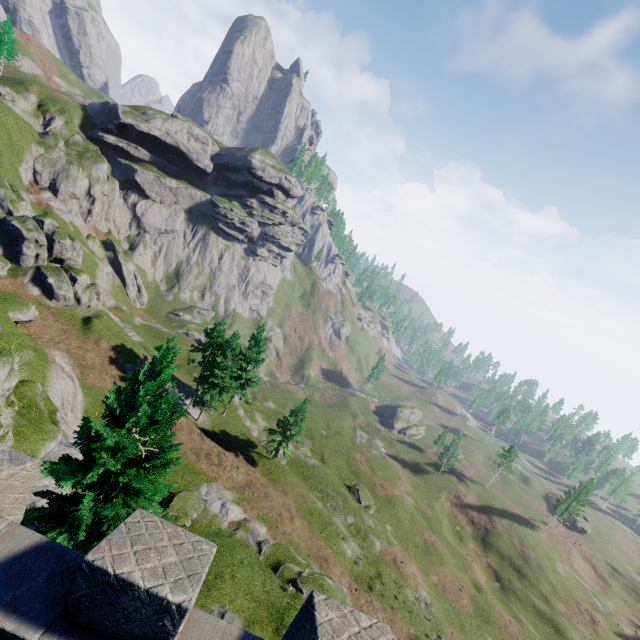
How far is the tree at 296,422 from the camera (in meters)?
39.78

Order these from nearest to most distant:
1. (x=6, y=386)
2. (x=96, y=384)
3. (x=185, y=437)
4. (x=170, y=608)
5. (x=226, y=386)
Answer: (x=170, y=608)
(x=6, y=386)
(x=96, y=384)
(x=185, y=437)
(x=226, y=386)

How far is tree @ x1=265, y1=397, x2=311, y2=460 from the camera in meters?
39.8
